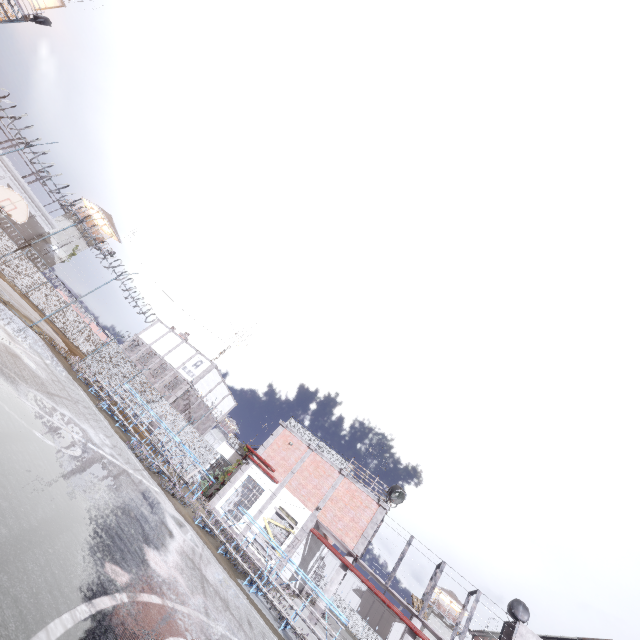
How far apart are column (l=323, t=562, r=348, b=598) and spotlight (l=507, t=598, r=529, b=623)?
8.81m

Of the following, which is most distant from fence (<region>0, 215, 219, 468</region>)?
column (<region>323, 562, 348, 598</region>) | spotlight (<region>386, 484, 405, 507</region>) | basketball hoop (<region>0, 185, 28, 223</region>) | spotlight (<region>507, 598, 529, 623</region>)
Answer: spotlight (<region>507, 598, 529, 623</region>)

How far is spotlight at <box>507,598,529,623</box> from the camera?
17.8m

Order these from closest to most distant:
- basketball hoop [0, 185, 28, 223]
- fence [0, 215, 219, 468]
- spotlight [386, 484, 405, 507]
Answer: basketball hoop [0, 185, 28, 223] → spotlight [386, 484, 405, 507] → fence [0, 215, 219, 468]

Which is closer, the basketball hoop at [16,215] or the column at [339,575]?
the basketball hoop at [16,215]

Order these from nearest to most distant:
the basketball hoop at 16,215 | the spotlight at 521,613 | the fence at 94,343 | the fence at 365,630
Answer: the basketball hoop at 16,215 → the spotlight at 521,613 → the fence at 94,343 → the fence at 365,630

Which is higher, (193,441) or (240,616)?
(193,441)
